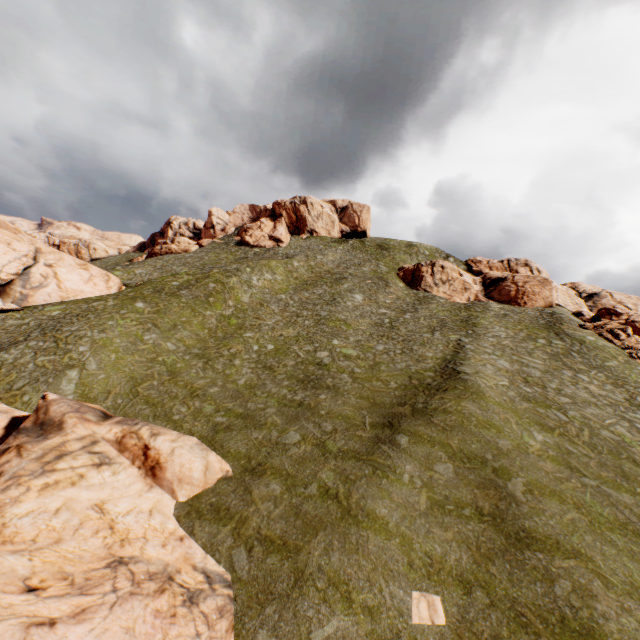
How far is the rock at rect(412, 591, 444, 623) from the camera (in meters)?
10.41

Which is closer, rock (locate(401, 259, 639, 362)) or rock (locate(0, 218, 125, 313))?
rock (locate(0, 218, 125, 313))

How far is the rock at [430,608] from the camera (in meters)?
10.41

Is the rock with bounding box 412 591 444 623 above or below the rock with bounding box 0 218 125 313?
below

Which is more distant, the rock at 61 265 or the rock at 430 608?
the rock at 61 265

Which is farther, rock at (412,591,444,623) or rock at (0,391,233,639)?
rock at (412,591,444,623)

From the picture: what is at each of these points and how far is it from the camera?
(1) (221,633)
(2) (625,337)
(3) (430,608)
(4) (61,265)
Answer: (1) rock, 9.56m
(2) rock, 35.47m
(3) rock, 10.70m
(4) rock, 36.47m

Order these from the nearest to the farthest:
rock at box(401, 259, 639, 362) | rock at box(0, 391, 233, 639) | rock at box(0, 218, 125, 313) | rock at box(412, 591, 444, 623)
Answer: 1. rock at box(0, 391, 233, 639)
2. rock at box(412, 591, 444, 623)
3. rock at box(0, 218, 125, 313)
4. rock at box(401, 259, 639, 362)
